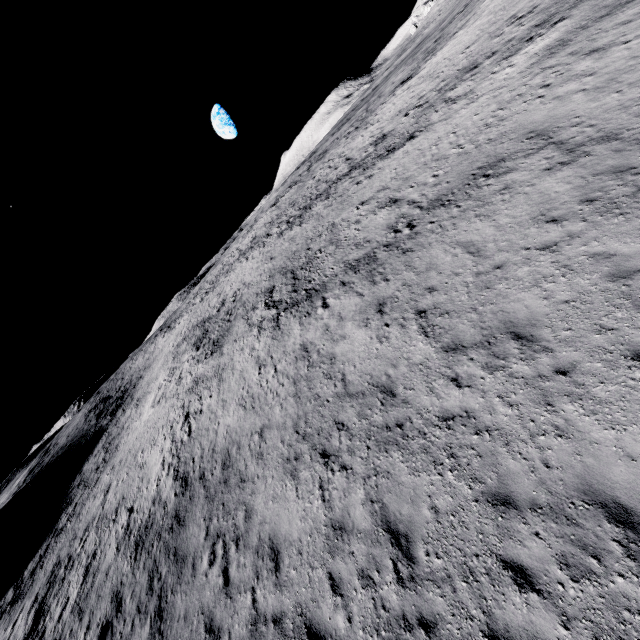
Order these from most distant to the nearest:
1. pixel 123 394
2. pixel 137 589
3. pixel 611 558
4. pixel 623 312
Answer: pixel 123 394 < pixel 137 589 < pixel 623 312 < pixel 611 558
